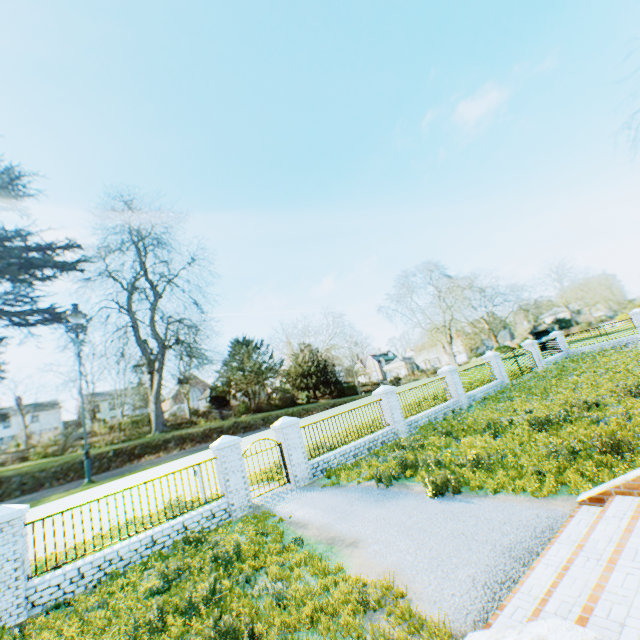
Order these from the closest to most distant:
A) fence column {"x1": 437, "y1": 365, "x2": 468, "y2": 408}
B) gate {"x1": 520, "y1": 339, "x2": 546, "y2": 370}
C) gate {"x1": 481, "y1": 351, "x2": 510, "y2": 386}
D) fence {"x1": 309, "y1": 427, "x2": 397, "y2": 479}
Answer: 1. fence {"x1": 309, "y1": 427, "x2": 397, "y2": 479}
2. fence column {"x1": 437, "y1": 365, "x2": 468, "y2": 408}
3. gate {"x1": 481, "y1": 351, "x2": 510, "y2": 386}
4. gate {"x1": 520, "y1": 339, "x2": 546, "y2": 370}

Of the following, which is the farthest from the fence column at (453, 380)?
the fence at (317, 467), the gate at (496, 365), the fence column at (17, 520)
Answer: the fence column at (17, 520)

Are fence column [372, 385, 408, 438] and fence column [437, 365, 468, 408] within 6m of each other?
yes

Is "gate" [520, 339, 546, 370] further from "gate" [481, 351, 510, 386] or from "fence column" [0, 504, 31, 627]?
"fence column" [0, 504, 31, 627]

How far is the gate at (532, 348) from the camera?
24.7m

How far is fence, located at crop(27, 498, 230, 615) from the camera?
7.68m

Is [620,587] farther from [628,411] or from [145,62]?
[145,62]

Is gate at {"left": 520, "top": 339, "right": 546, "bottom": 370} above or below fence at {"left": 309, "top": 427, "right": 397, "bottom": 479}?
above
